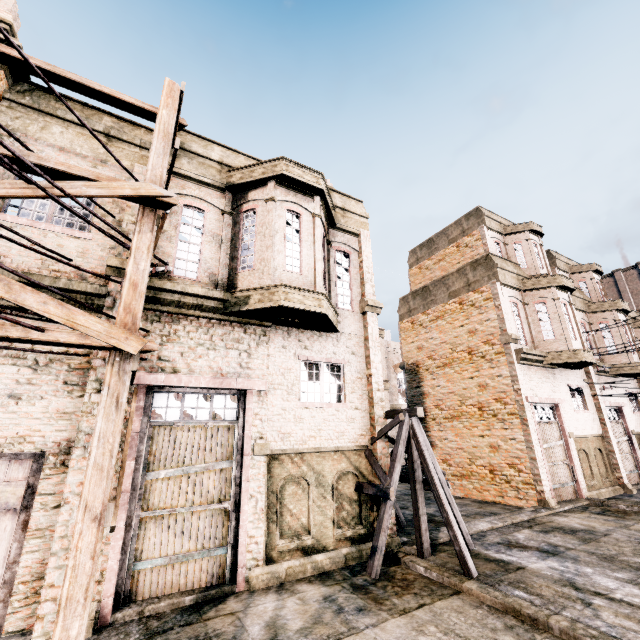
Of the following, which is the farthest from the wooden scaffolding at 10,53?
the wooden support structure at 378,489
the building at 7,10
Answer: the wooden support structure at 378,489

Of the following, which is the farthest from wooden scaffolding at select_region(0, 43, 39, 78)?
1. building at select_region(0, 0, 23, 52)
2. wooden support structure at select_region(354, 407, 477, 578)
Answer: wooden support structure at select_region(354, 407, 477, 578)

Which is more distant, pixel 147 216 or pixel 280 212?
pixel 280 212

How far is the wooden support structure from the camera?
7.8m

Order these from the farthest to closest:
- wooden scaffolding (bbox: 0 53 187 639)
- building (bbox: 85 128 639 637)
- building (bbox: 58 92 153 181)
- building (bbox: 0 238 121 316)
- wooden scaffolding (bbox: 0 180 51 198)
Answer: building (bbox: 58 92 153 181)
building (bbox: 85 128 639 637)
building (bbox: 0 238 121 316)
wooden scaffolding (bbox: 0 180 51 198)
wooden scaffolding (bbox: 0 53 187 639)

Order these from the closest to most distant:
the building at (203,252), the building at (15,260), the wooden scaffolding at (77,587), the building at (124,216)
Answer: the wooden scaffolding at (77,587), the building at (15,260), the building at (203,252), the building at (124,216)

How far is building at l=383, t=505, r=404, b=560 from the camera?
8.9 meters

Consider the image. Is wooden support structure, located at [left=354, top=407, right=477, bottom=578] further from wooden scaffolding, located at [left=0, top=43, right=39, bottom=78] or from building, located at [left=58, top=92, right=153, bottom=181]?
wooden scaffolding, located at [left=0, top=43, right=39, bottom=78]
